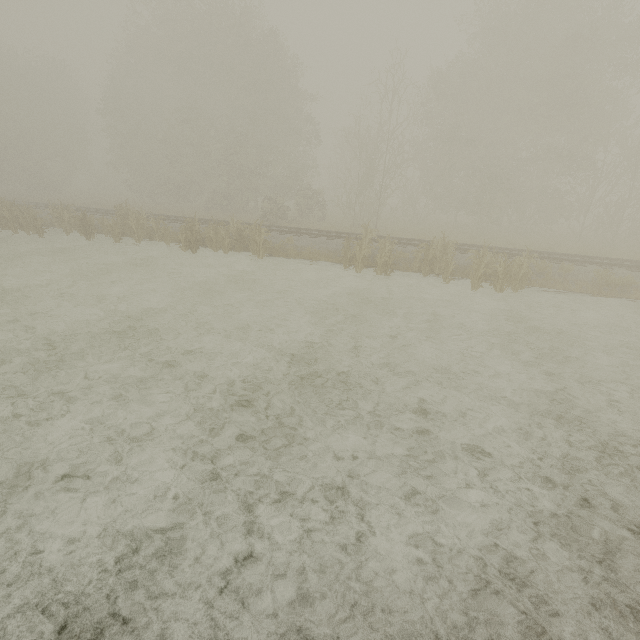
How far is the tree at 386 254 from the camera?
13.8m

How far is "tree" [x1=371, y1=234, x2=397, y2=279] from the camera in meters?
13.8

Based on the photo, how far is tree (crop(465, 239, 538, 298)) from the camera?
12.08m

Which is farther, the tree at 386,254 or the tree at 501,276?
the tree at 386,254

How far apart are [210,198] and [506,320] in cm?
2877

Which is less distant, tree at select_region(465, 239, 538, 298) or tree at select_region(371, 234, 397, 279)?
tree at select_region(465, 239, 538, 298)
